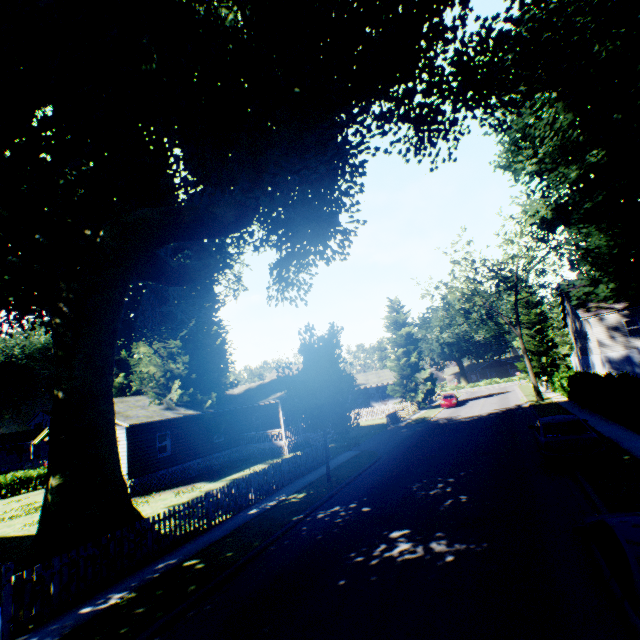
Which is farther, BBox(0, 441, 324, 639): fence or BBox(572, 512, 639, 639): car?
BBox(0, 441, 324, 639): fence

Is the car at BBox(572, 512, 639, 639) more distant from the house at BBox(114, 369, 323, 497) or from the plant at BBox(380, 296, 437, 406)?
the house at BBox(114, 369, 323, 497)

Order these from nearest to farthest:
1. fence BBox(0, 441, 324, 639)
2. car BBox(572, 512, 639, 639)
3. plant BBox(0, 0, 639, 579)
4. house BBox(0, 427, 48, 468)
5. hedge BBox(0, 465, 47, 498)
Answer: car BBox(572, 512, 639, 639)
fence BBox(0, 441, 324, 639)
plant BBox(0, 0, 639, 579)
hedge BBox(0, 465, 47, 498)
house BBox(0, 427, 48, 468)

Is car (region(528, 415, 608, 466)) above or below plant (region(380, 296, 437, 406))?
below

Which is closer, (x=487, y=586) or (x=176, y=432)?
(x=487, y=586)

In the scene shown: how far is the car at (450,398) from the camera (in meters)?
39.17

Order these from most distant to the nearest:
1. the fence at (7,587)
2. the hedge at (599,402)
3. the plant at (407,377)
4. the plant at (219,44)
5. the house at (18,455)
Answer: the house at (18,455)
the plant at (407,377)
the hedge at (599,402)
the plant at (219,44)
the fence at (7,587)

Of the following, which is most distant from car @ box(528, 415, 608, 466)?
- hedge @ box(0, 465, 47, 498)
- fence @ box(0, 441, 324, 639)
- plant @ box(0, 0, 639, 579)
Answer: hedge @ box(0, 465, 47, 498)
